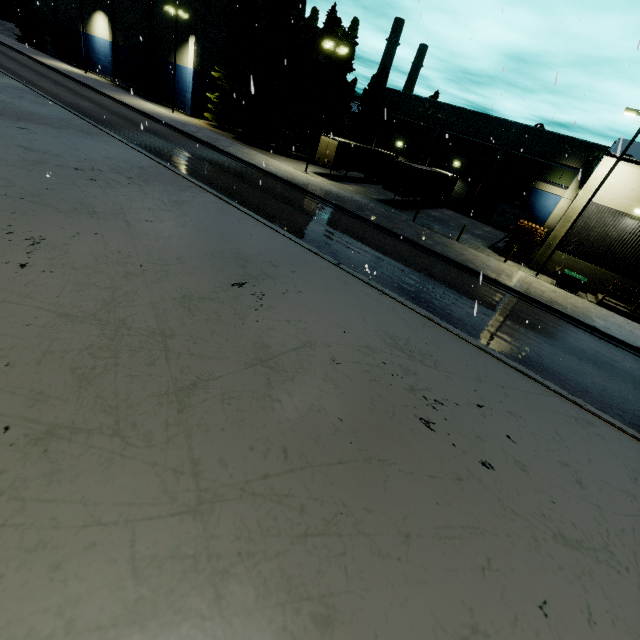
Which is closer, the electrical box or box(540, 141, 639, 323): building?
box(540, 141, 639, 323): building

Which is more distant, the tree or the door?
the door

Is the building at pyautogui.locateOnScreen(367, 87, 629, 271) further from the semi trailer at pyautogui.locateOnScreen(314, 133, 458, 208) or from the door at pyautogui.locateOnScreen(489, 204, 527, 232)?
the semi trailer at pyautogui.locateOnScreen(314, 133, 458, 208)

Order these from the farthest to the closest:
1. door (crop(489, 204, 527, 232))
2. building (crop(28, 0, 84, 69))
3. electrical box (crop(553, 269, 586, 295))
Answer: building (crop(28, 0, 84, 69)), door (crop(489, 204, 527, 232)), electrical box (crop(553, 269, 586, 295))

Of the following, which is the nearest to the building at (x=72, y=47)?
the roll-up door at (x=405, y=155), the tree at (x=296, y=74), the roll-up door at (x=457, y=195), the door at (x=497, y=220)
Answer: the tree at (x=296, y=74)

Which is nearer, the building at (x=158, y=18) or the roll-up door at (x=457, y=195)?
the roll-up door at (x=457, y=195)

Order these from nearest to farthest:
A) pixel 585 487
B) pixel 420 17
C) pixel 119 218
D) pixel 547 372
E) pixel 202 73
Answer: pixel 585 487, pixel 119 218, pixel 420 17, pixel 547 372, pixel 202 73

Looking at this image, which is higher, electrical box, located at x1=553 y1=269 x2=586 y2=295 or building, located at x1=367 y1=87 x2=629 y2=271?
building, located at x1=367 y1=87 x2=629 y2=271
